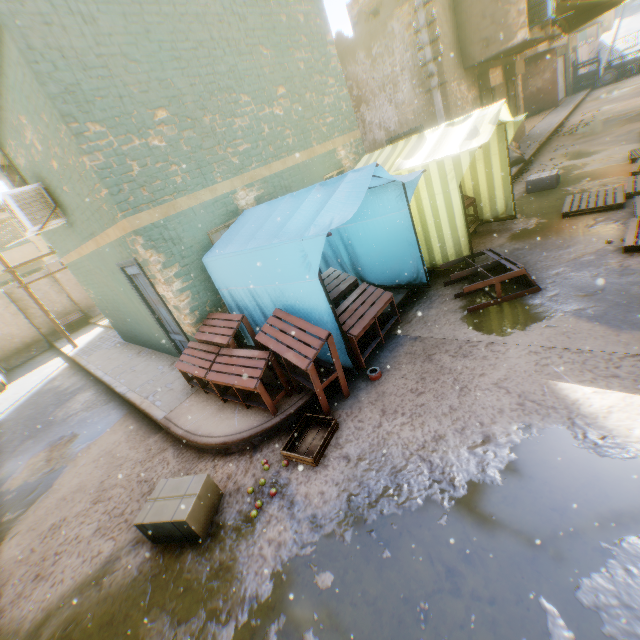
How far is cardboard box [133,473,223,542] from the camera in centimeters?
344cm

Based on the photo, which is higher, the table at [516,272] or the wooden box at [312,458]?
the table at [516,272]

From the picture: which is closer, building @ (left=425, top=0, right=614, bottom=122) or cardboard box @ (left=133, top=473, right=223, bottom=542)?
cardboard box @ (left=133, top=473, right=223, bottom=542)

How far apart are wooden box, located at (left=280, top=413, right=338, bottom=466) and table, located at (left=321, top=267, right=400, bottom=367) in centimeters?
94cm

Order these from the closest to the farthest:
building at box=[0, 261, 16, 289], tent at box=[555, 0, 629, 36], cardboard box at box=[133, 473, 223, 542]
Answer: cardboard box at box=[133, 473, 223, 542], tent at box=[555, 0, 629, 36], building at box=[0, 261, 16, 289]

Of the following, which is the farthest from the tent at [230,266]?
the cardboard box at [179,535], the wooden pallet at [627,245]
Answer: the cardboard box at [179,535]

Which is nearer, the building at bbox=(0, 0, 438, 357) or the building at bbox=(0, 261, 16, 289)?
the building at bbox=(0, 0, 438, 357)

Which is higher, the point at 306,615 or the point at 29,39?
the point at 29,39
